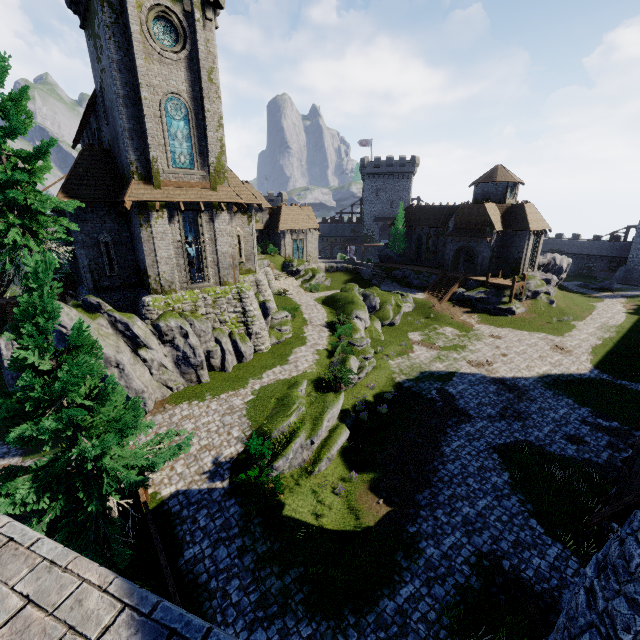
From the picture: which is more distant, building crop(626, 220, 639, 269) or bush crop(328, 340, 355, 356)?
building crop(626, 220, 639, 269)

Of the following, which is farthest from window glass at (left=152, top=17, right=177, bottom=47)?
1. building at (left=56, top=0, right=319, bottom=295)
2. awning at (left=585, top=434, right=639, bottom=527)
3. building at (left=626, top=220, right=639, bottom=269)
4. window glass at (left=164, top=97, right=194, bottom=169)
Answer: building at (left=626, top=220, right=639, bottom=269)

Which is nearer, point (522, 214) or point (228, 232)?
point (228, 232)

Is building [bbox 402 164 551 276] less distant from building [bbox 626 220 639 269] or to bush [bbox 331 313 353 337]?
bush [bbox 331 313 353 337]

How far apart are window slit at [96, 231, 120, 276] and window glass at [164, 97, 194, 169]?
5.9m

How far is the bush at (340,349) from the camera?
24.4 meters

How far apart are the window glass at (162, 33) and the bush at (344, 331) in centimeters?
2083cm

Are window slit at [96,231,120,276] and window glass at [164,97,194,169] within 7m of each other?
yes
